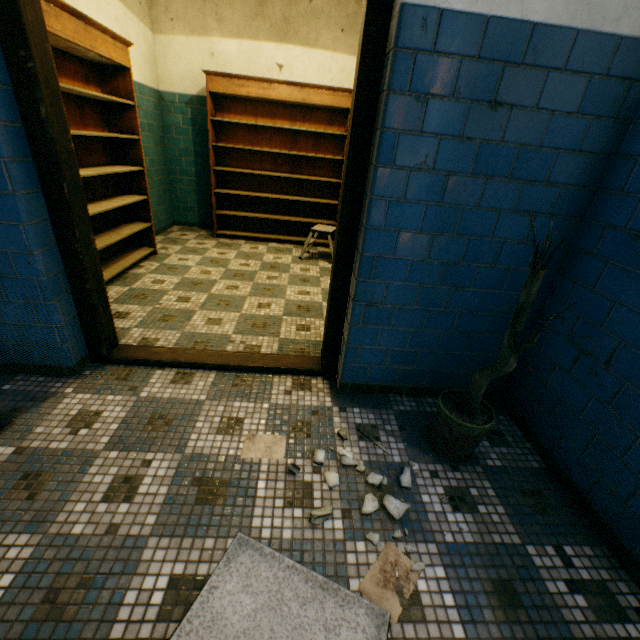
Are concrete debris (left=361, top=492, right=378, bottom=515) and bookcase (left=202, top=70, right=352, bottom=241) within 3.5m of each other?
no

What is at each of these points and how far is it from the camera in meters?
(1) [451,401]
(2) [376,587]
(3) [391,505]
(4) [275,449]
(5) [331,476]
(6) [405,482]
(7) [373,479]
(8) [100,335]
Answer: (1) plant, 1.8 m
(2) paper, 1.2 m
(3) concrete debris, 1.5 m
(4) paper, 1.7 m
(5) concrete debris, 1.6 m
(6) concrete debris, 1.6 m
(7) concrete debris, 1.6 m
(8) door frame, 2.1 m

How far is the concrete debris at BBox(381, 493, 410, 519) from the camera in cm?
145

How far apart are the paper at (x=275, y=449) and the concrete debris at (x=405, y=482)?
0.60m

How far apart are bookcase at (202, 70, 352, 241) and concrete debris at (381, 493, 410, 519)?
4.1 meters

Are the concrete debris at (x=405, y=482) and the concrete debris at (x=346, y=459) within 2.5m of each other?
yes

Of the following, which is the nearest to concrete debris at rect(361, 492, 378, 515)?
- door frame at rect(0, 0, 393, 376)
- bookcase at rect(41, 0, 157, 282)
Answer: door frame at rect(0, 0, 393, 376)

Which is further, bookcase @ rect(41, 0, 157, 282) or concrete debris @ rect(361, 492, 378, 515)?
bookcase @ rect(41, 0, 157, 282)
